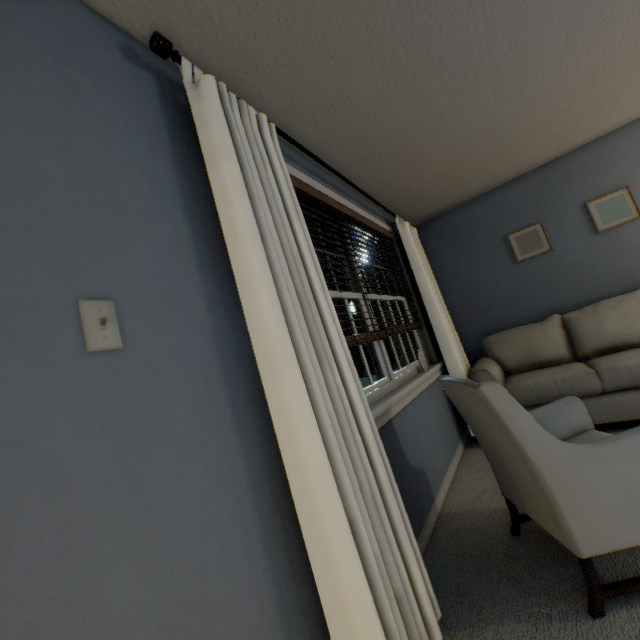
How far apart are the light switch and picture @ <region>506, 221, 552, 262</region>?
4.0 meters

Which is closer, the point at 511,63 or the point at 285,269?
the point at 285,269

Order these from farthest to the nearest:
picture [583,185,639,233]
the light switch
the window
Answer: picture [583,185,639,233] < the window < the light switch

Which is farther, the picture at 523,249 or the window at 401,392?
the picture at 523,249

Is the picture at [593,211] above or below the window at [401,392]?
above

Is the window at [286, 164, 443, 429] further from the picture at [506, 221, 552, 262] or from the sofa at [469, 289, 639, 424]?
the picture at [506, 221, 552, 262]

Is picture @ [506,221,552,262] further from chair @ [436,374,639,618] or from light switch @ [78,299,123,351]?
light switch @ [78,299,123,351]

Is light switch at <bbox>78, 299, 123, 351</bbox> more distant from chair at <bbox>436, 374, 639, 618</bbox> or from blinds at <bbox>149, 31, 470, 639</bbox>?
chair at <bbox>436, 374, 639, 618</bbox>
